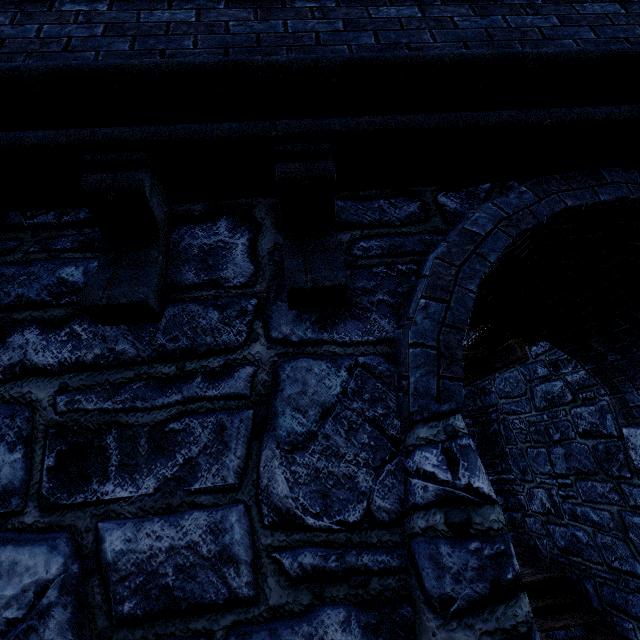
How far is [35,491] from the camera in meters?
1.4 m
